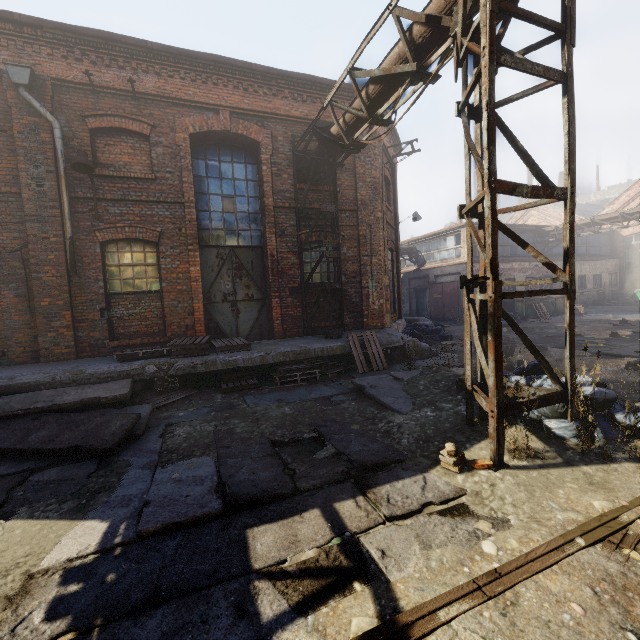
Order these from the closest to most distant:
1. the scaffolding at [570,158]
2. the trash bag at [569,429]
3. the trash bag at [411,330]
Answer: the scaffolding at [570,158]
the trash bag at [569,429]
the trash bag at [411,330]

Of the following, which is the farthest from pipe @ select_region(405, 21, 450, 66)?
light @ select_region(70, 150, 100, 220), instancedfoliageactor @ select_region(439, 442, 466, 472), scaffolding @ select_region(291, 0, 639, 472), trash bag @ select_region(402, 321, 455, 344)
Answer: trash bag @ select_region(402, 321, 455, 344)

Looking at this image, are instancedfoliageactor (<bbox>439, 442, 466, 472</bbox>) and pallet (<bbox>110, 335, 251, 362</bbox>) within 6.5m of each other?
yes

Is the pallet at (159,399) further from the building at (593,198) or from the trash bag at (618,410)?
the building at (593,198)

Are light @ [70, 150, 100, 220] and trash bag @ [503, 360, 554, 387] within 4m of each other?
no

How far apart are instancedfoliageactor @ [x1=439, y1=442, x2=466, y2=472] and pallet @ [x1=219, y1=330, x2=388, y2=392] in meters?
4.3

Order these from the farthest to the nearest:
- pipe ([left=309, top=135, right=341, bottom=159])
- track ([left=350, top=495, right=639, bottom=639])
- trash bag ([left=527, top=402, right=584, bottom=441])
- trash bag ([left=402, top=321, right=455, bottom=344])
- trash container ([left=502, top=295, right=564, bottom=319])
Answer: trash container ([left=502, top=295, right=564, bottom=319])
trash bag ([left=402, top=321, right=455, bottom=344])
pipe ([left=309, top=135, right=341, bottom=159])
trash bag ([left=527, top=402, right=584, bottom=441])
track ([left=350, top=495, right=639, bottom=639])

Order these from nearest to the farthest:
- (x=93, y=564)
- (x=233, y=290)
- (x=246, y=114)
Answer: (x=93, y=564) → (x=246, y=114) → (x=233, y=290)
